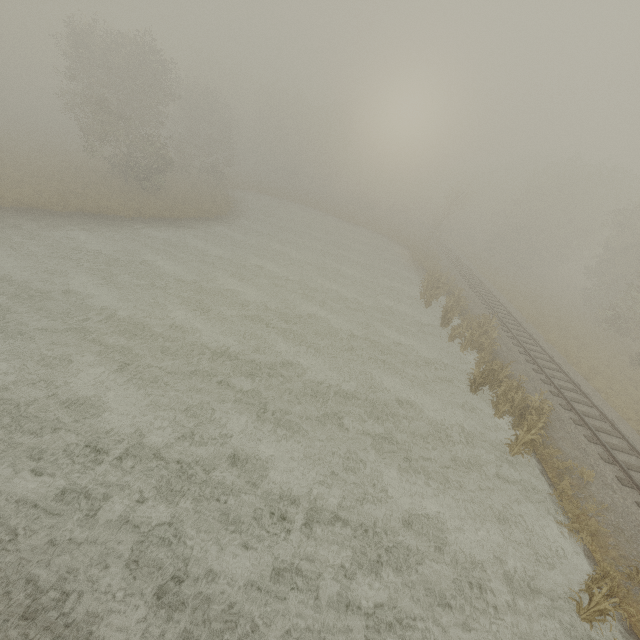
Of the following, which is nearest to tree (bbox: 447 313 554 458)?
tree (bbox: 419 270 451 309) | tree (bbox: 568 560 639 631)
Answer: tree (bbox: 419 270 451 309)

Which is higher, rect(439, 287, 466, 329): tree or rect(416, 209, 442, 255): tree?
rect(416, 209, 442, 255): tree

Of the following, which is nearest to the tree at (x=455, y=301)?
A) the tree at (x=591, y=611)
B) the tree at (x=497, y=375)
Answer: the tree at (x=497, y=375)

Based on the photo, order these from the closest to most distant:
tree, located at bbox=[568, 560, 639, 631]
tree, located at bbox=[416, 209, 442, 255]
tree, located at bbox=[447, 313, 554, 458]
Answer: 1. tree, located at bbox=[568, 560, 639, 631]
2. tree, located at bbox=[447, 313, 554, 458]
3. tree, located at bbox=[416, 209, 442, 255]

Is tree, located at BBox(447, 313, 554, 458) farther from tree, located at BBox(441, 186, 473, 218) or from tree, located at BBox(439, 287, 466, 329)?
tree, located at BBox(441, 186, 473, 218)

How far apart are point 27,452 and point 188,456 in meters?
3.7 m

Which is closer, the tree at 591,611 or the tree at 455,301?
the tree at 591,611

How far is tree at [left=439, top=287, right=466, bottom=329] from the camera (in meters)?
20.97
